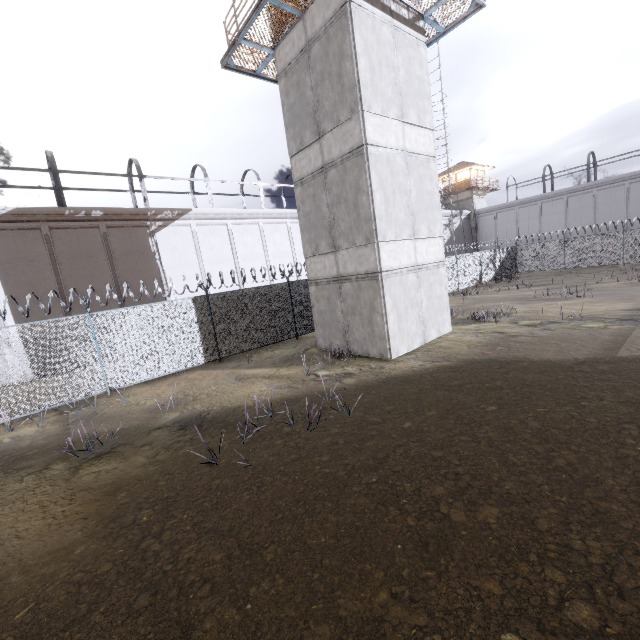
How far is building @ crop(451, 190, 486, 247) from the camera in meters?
43.1 m

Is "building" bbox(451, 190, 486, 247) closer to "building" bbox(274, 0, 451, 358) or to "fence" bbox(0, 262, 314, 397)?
"fence" bbox(0, 262, 314, 397)

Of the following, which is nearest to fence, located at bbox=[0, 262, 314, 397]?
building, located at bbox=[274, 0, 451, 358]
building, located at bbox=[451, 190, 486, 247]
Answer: building, located at bbox=[274, 0, 451, 358]

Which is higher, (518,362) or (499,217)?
(499,217)

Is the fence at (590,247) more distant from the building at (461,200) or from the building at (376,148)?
the building at (461,200)
